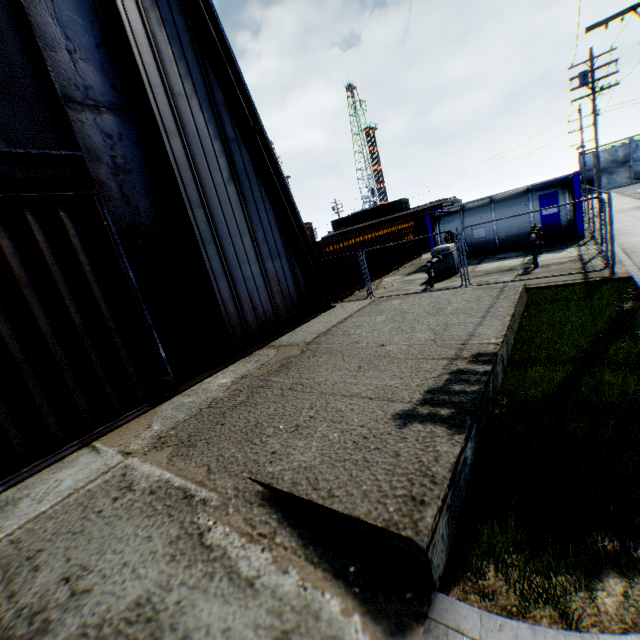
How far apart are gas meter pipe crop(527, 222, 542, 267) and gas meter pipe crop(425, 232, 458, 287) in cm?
282

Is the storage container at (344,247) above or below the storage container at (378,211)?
below

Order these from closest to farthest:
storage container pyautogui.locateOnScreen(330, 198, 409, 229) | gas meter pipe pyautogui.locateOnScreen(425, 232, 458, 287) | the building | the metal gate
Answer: the building < gas meter pipe pyautogui.locateOnScreen(425, 232, 458, 287) < storage container pyautogui.locateOnScreen(330, 198, 409, 229) < the metal gate

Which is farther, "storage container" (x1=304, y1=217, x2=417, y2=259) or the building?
"storage container" (x1=304, y1=217, x2=417, y2=259)

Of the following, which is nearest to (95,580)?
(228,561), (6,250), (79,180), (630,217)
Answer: (228,561)

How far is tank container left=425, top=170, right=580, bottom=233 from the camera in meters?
14.7 m

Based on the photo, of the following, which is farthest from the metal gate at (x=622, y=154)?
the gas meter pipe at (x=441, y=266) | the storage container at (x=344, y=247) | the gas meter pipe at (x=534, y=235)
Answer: the gas meter pipe at (x=534, y=235)

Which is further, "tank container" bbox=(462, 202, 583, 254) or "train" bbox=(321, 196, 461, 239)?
"train" bbox=(321, 196, 461, 239)
